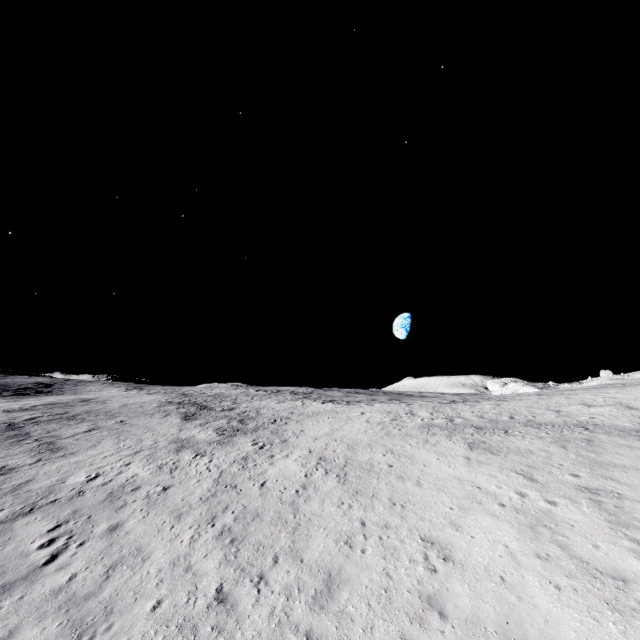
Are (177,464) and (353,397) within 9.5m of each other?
no
